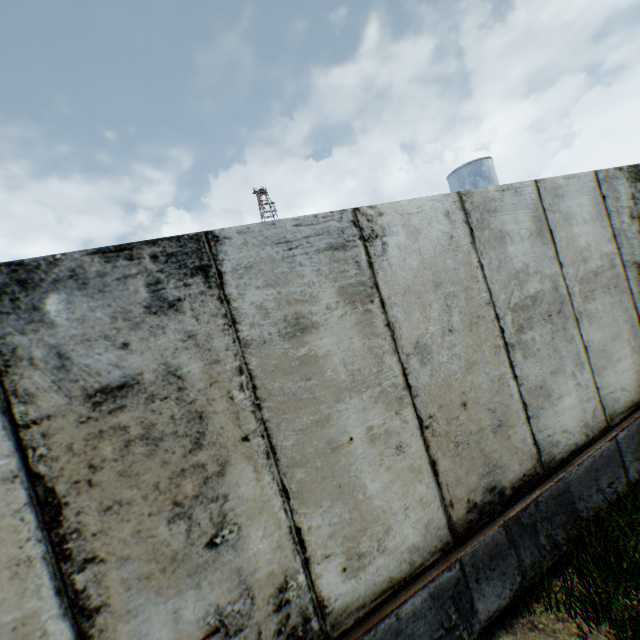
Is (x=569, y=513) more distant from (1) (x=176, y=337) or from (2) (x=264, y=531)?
(1) (x=176, y=337)

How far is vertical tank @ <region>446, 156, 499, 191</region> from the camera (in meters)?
29.12

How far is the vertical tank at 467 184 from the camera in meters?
29.1 m
